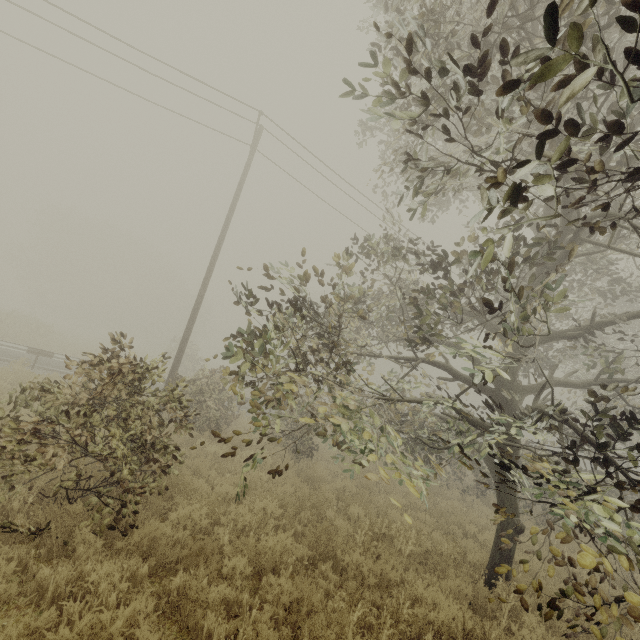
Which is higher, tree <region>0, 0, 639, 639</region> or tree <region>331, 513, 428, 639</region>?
tree <region>0, 0, 639, 639</region>

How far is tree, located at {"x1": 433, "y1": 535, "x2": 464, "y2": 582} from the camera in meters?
6.2

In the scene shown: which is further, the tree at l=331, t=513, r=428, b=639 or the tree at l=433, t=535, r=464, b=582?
the tree at l=433, t=535, r=464, b=582

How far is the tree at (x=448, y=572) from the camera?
6.2 meters

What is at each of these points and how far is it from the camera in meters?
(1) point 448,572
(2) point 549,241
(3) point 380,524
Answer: (1) tree, 6.2
(2) tree, 4.4
(3) tree, 6.9

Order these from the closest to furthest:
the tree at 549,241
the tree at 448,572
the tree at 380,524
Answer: the tree at 549,241 < the tree at 380,524 < the tree at 448,572

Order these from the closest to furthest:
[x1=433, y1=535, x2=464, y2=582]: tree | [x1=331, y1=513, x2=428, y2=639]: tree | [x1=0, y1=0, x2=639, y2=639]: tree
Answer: [x1=0, y1=0, x2=639, y2=639]: tree
[x1=331, y1=513, x2=428, y2=639]: tree
[x1=433, y1=535, x2=464, y2=582]: tree
